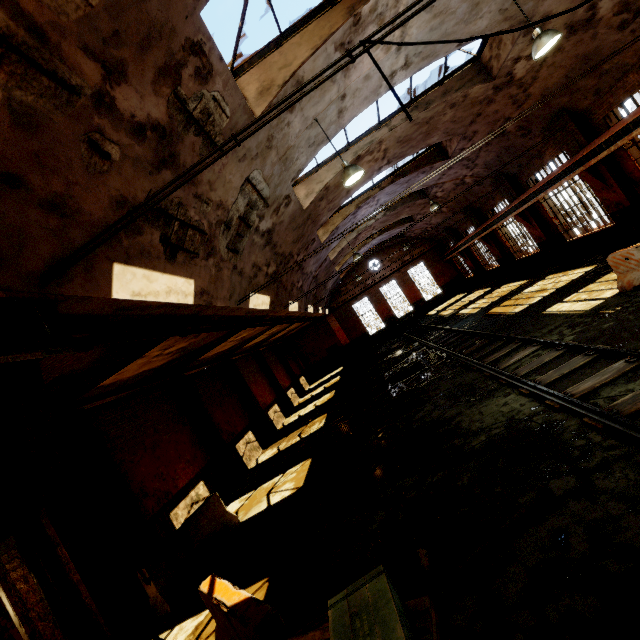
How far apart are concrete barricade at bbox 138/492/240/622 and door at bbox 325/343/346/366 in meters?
23.6 m

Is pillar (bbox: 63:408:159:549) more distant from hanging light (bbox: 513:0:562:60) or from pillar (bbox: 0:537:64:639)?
hanging light (bbox: 513:0:562:60)

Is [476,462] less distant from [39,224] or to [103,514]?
[103,514]

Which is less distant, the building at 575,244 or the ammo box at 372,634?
the ammo box at 372,634

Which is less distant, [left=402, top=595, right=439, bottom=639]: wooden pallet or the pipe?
[left=402, top=595, right=439, bottom=639]: wooden pallet

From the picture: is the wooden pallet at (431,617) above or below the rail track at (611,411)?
above

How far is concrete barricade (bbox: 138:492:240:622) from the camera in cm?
670

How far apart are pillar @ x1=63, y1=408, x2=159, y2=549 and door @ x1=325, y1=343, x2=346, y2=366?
24.8 meters
